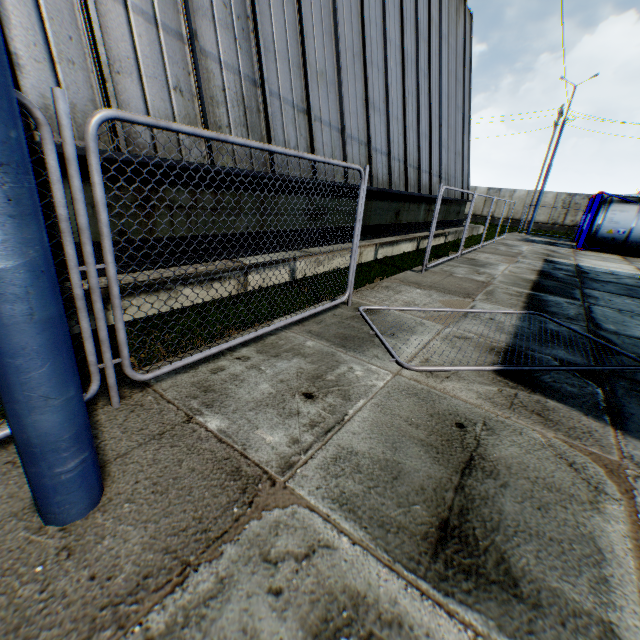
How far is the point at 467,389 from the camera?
3.41m

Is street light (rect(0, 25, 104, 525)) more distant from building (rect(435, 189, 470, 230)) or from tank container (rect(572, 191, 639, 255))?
tank container (rect(572, 191, 639, 255))

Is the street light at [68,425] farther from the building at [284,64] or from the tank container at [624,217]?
the tank container at [624,217]

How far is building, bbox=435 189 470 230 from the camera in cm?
1614

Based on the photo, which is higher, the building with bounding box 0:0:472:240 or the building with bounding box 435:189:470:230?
the building with bounding box 0:0:472:240

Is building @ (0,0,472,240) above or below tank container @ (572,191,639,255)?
above

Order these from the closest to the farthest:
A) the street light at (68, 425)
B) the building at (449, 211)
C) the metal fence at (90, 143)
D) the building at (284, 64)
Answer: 1. the street light at (68, 425)
2. the metal fence at (90, 143)
3. the building at (284, 64)
4. the building at (449, 211)

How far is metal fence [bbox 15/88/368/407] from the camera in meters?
1.9 m
